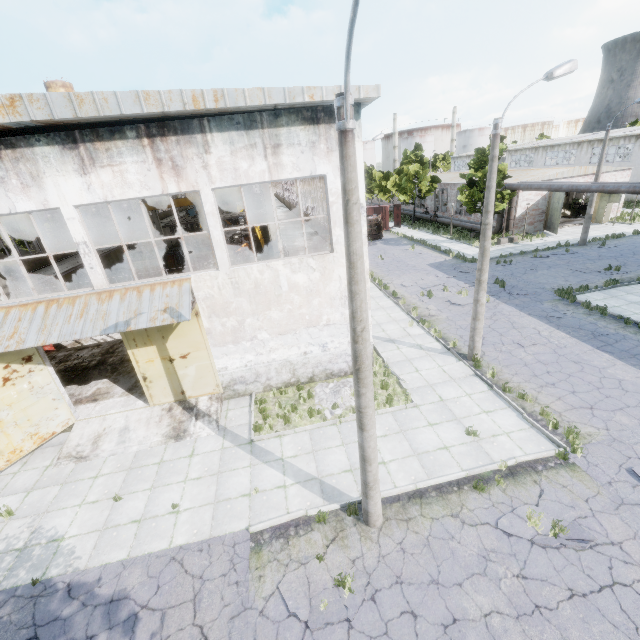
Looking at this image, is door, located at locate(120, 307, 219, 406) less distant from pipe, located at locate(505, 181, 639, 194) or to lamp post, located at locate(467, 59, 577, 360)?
lamp post, located at locate(467, 59, 577, 360)

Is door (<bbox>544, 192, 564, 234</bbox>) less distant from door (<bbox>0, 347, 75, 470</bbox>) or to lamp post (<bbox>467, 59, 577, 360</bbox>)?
lamp post (<bbox>467, 59, 577, 360</bbox>)

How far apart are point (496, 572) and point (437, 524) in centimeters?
140cm

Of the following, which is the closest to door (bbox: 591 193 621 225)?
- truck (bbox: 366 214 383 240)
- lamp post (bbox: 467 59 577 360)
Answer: truck (bbox: 366 214 383 240)

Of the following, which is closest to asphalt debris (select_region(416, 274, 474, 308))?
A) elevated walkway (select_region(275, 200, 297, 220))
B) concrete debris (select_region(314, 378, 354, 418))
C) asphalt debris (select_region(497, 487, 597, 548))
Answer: elevated walkway (select_region(275, 200, 297, 220))

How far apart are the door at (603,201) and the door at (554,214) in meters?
5.3 m

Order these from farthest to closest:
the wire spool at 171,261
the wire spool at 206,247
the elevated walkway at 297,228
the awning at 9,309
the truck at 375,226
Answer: the truck at 375,226, the wire spool at 171,261, the wire spool at 206,247, the elevated walkway at 297,228, the awning at 9,309

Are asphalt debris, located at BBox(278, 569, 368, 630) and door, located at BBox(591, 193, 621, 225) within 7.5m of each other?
no
